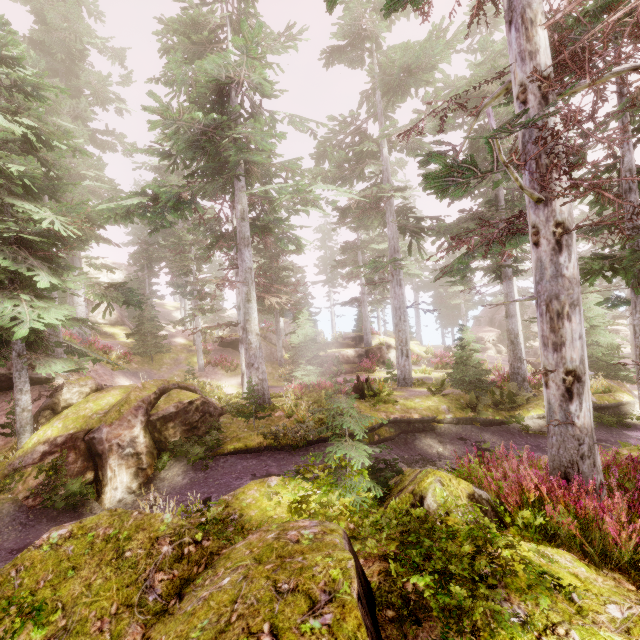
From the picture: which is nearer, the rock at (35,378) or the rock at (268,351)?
the rock at (35,378)

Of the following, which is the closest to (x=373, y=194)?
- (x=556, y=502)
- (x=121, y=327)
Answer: (x=556, y=502)

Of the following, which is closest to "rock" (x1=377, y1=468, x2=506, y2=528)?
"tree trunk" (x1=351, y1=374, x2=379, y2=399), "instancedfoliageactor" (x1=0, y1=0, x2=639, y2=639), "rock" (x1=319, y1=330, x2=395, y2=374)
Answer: "instancedfoliageactor" (x1=0, y1=0, x2=639, y2=639)

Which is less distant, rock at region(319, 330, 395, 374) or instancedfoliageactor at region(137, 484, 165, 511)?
instancedfoliageactor at region(137, 484, 165, 511)

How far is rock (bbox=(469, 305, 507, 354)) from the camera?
39.94m

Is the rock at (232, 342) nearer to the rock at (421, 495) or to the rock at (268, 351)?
the rock at (421, 495)

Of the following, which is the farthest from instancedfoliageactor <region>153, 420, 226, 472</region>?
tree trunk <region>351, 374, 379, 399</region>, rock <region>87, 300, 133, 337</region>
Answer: tree trunk <region>351, 374, 379, 399</region>
